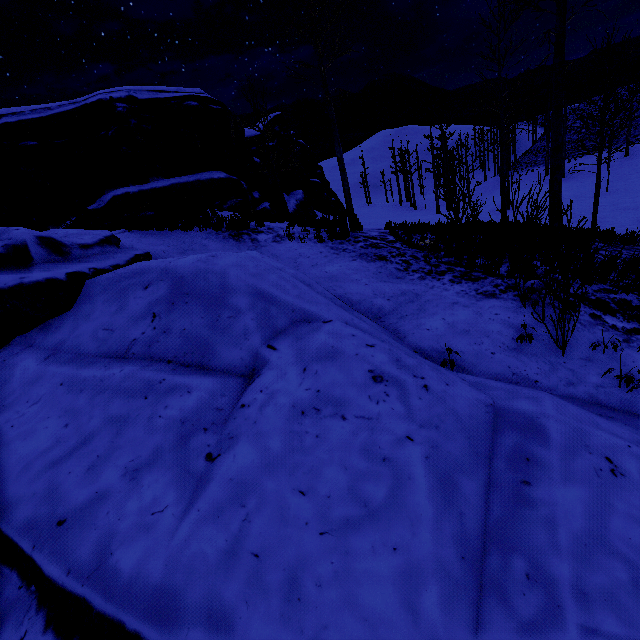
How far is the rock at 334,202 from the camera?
24.2m

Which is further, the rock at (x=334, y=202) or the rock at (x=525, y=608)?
the rock at (x=334, y=202)

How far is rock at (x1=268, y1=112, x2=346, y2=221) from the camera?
24.2 meters

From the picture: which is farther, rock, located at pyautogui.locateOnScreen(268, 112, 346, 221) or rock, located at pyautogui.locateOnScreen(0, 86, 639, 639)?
rock, located at pyautogui.locateOnScreen(268, 112, 346, 221)

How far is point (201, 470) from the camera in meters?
3.4 m
